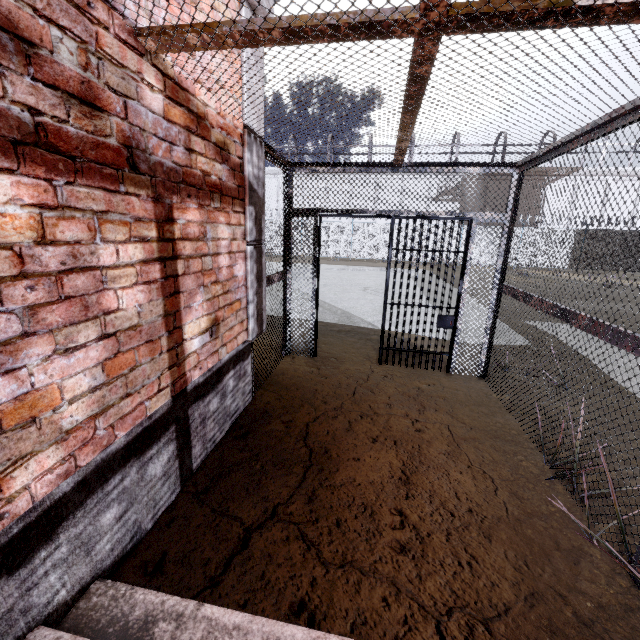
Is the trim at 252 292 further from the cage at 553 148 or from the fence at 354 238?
the fence at 354 238

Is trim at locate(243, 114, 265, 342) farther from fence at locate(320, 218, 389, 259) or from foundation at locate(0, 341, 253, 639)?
fence at locate(320, 218, 389, 259)

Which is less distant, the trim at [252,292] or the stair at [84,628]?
the stair at [84,628]

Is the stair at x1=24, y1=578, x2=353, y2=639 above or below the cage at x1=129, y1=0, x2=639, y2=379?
below

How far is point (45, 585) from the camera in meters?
1.4 m

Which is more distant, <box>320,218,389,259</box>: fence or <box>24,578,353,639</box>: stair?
A: <box>320,218,389,259</box>: fence

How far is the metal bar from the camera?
4.4 meters

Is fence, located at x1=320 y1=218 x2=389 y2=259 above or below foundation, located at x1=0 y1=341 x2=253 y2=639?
above
